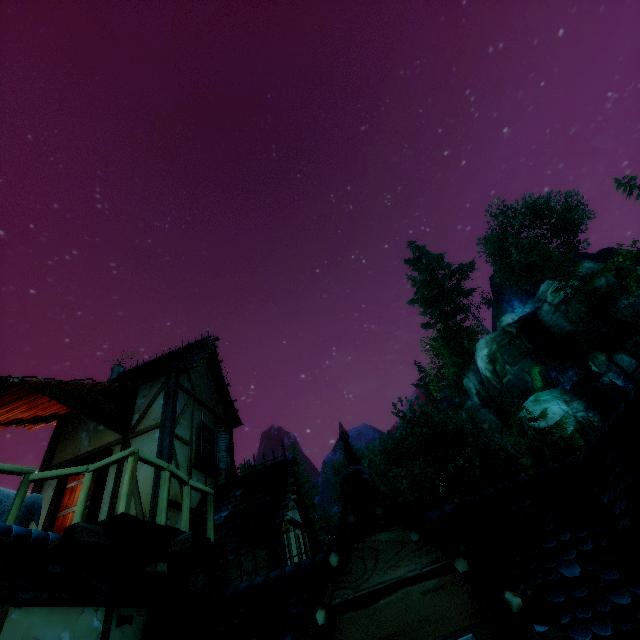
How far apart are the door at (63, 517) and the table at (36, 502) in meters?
1.5

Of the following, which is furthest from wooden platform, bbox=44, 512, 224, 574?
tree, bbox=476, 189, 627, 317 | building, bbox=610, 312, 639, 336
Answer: tree, bbox=476, 189, 627, 317

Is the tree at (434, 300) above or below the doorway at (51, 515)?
above

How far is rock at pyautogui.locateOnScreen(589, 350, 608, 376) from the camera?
29.3 meters

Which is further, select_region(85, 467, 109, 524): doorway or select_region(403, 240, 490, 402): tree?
select_region(403, 240, 490, 402): tree

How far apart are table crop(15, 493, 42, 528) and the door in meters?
1.5 m

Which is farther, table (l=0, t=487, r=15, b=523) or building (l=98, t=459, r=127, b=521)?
building (l=98, t=459, r=127, b=521)

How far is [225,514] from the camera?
6.5m
